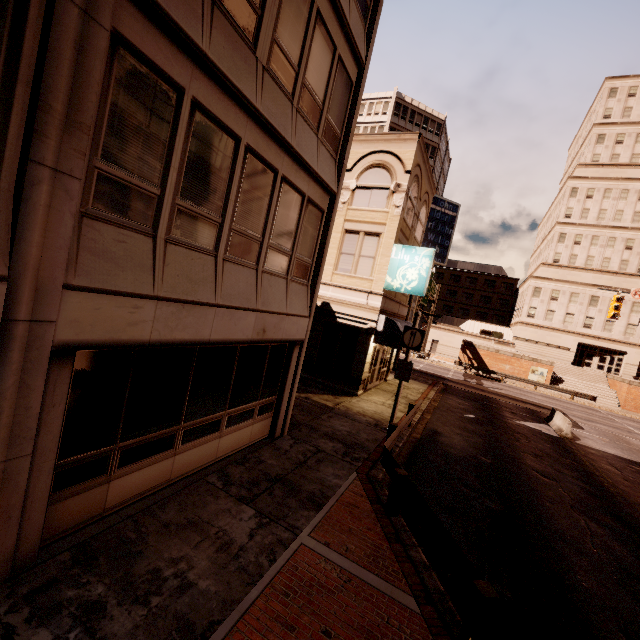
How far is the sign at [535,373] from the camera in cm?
3906

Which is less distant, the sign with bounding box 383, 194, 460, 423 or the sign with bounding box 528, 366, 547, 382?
the sign with bounding box 383, 194, 460, 423

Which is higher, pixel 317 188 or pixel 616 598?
pixel 317 188

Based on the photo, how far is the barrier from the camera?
18.08m

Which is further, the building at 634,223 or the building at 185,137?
the building at 634,223

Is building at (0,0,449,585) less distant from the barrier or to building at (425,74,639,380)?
the barrier

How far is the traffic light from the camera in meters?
21.2 m

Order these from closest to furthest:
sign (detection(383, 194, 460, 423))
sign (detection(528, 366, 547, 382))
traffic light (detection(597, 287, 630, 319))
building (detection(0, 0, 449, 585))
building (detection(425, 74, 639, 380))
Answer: building (detection(0, 0, 449, 585)), sign (detection(383, 194, 460, 423)), traffic light (detection(597, 287, 630, 319)), sign (detection(528, 366, 547, 382)), building (detection(425, 74, 639, 380))
